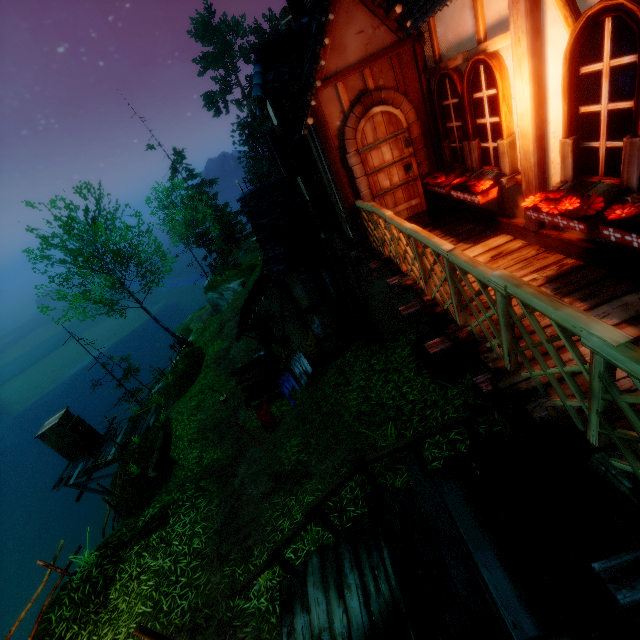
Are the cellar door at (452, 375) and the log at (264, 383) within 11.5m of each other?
yes

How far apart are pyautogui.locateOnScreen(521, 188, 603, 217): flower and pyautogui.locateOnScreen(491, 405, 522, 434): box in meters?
3.8 m

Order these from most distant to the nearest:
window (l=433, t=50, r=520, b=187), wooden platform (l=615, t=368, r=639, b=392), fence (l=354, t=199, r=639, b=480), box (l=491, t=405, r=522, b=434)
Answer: box (l=491, t=405, r=522, b=434), window (l=433, t=50, r=520, b=187), wooden platform (l=615, t=368, r=639, b=392), fence (l=354, t=199, r=639, b=480)

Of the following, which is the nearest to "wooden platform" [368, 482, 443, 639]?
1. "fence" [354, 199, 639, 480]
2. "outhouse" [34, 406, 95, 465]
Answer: "fence" [354, 199, 639, 480]

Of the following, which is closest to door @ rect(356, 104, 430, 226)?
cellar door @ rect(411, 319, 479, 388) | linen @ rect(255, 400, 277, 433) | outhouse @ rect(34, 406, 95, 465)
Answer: cellar door @ rect(411, 319, 479, 388)

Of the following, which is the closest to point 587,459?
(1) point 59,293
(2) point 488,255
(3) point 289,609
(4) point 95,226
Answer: (2) point 488,255

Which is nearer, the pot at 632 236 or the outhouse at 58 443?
the pot at 632 236

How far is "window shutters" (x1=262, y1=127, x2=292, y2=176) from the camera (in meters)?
8.17
